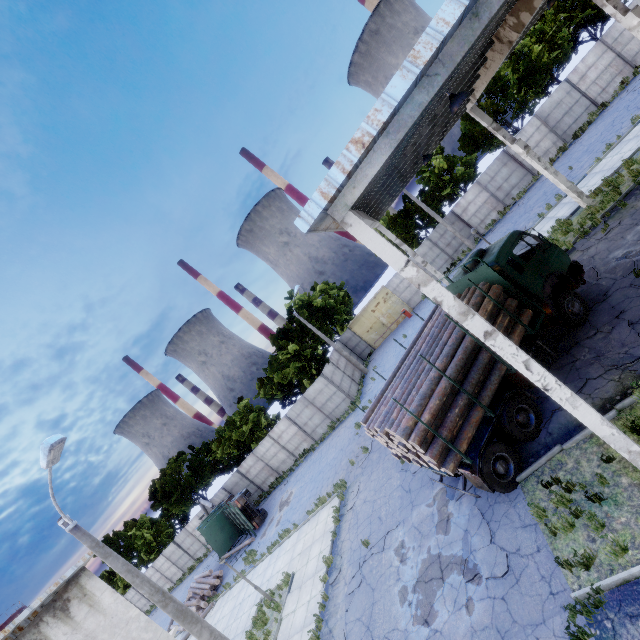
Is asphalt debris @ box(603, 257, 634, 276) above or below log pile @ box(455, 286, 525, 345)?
below

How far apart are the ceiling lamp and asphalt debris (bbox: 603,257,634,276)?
7.60m

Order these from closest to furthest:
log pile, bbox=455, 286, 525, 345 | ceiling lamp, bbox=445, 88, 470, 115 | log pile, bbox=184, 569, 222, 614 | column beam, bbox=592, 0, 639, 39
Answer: ceiling lamp, bbox=445, 88, 470, 115
log pile, bbox=455, 286, 525, 345
column beam, bbox=592, 0, 639, 39
log pile, bbox=184, 569, 222, 614

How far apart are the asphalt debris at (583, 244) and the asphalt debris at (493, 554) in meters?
11.4

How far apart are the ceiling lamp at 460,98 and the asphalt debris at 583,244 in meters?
9.7

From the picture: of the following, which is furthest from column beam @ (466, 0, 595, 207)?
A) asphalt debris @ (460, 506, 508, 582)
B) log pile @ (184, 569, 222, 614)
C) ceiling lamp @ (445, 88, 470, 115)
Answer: log pile @ (184, 569, 222, 614)

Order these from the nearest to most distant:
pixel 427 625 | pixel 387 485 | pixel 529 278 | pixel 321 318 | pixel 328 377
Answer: pixel 427 625 < pixel 529 278 < pixel 387 485 < pixel 328 377 < pixel 321 318

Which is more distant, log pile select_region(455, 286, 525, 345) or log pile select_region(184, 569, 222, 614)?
log pile select_region(184, 569, 222, 614)
